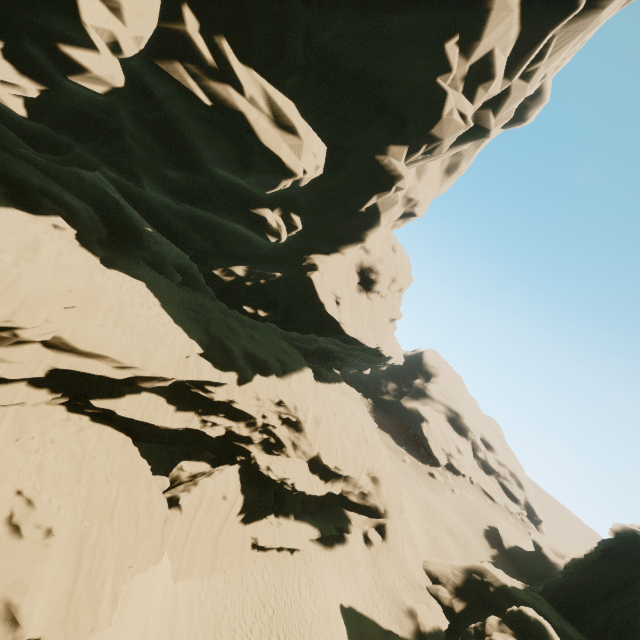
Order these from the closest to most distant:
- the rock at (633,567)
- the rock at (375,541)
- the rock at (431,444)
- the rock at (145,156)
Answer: the rock at (145,156), the rock at (633,567), the rock at (375,541), the rock at (431,444)

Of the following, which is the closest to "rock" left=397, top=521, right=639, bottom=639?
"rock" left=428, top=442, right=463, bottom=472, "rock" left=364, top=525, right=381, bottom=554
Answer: "rock" left=364, top=525, right=381, bottom=554

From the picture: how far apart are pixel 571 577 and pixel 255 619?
20.2 meters

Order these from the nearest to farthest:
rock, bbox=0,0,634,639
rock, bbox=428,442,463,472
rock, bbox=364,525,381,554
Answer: rock, bbox=0,0,634,639 → rock, bbox=364,525,381,554 → rock, bbox=428,442,463,472

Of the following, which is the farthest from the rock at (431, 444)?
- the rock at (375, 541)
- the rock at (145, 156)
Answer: the rock at (375, 541)

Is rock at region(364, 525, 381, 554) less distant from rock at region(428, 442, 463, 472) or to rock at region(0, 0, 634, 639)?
rock at region(0, 0, 634, 639)

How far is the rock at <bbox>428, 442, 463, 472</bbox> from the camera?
58.31m
